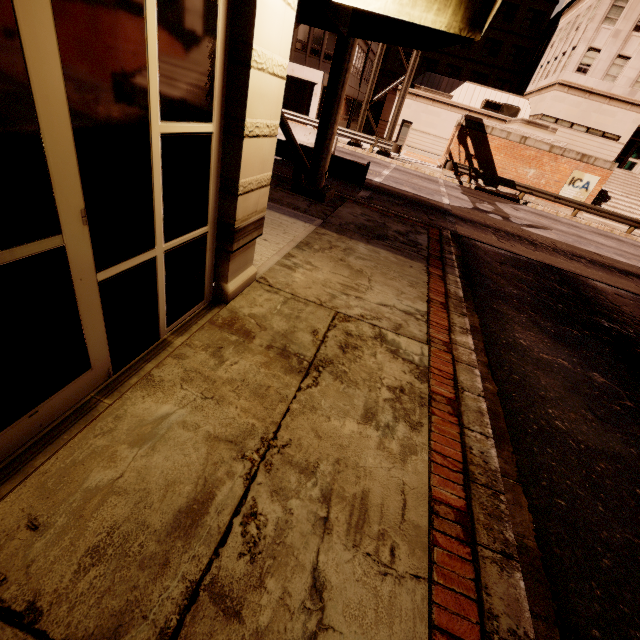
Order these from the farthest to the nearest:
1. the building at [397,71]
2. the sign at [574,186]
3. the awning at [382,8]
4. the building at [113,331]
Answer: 1. the building at [397,71]
2. the sign at [574,186]
3. the awning at [382,8]
4. the building at [113,331]

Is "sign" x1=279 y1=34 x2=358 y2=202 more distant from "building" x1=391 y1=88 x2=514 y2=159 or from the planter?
"building" x1=391 y1=88 x2=514 y2=159

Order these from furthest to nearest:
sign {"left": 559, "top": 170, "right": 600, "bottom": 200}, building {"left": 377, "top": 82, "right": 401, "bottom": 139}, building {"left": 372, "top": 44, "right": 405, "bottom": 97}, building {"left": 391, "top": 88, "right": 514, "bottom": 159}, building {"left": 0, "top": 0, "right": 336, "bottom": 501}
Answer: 1. building {"left": 372, "top": 44, "right": 405, "bottom": 97}
2. building {"left": 377, "top": 82, "right": 401, "bottom": 139}
3. building {"left": 391, "top": 88, "right": 514, "bottom": 159}
4. sign {"left": 559, "top": 170, "right": 600, "bottom": 200}
5. building {"left": 0, "top": 0, "right": 336, "bottom": 501}

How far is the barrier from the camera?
16.1m

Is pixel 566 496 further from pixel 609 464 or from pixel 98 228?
pixel 98 228

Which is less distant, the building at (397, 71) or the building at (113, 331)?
the building at (113, 331)

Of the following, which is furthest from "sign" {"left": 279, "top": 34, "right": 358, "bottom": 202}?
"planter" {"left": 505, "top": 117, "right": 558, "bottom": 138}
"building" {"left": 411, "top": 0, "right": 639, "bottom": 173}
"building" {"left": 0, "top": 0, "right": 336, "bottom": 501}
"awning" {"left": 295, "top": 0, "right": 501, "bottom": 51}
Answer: "building" {"left": 411, "top": 0, "right": 639, "bottom": 173}

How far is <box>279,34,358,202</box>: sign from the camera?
7.1 meters
